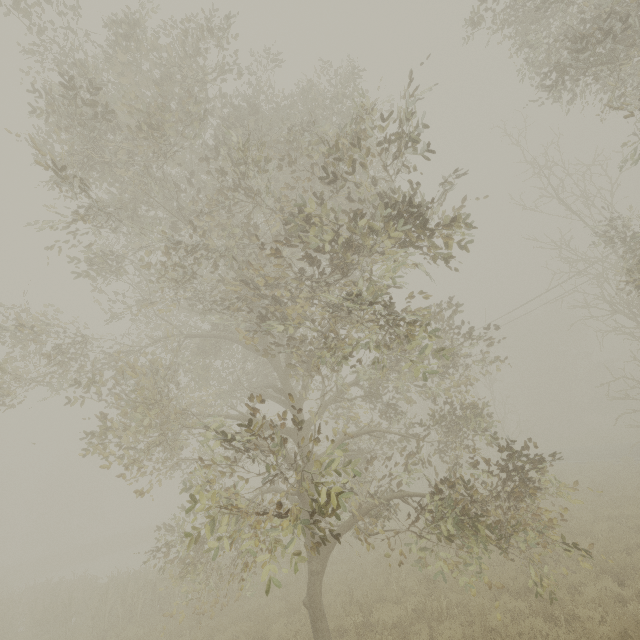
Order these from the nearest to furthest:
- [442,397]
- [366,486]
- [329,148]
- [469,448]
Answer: [329,148] < [366,486] < [442,397] < [469,448]
